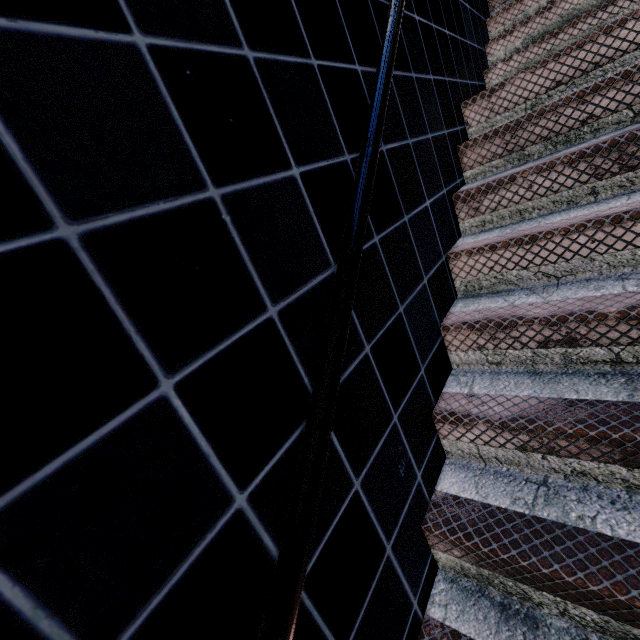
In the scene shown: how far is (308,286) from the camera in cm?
91
